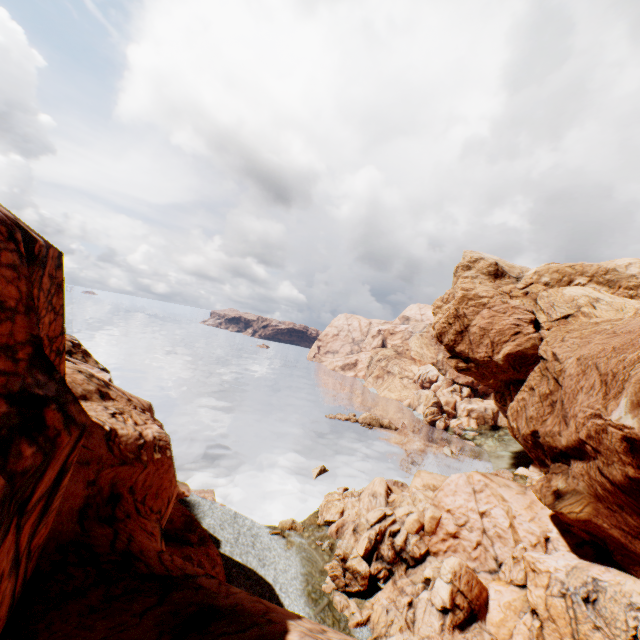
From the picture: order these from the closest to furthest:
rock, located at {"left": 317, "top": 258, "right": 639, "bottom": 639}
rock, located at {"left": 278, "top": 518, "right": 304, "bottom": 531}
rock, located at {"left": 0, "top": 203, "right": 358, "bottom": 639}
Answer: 1. rock, located at {"left": 0, "top": 203, "right": 358, "bottom": 639}
2. rock, located at {"left": 317, "top": 258, "right": 639, "bottom": 639}
3. rock, located at {"left": 278, "top": 518, "right": 304, "bottom": 531}

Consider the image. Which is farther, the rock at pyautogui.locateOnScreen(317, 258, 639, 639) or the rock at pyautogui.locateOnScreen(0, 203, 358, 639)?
the rock at pyautogui.locateOnScreen(317, 258, 639, 639)

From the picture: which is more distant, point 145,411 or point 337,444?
point 337,444

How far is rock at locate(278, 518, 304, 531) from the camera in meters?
33.0 m

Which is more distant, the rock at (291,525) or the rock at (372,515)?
the rock at (291,525)

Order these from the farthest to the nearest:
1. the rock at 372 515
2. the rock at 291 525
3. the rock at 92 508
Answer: the rock at 291 525 → the rock at 372 515 → the rock at 92 508
